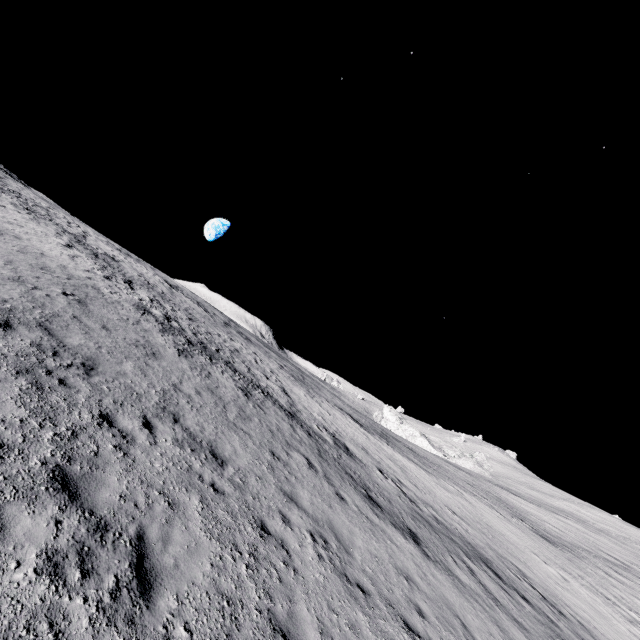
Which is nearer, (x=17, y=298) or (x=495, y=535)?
(x=17, y=298)
